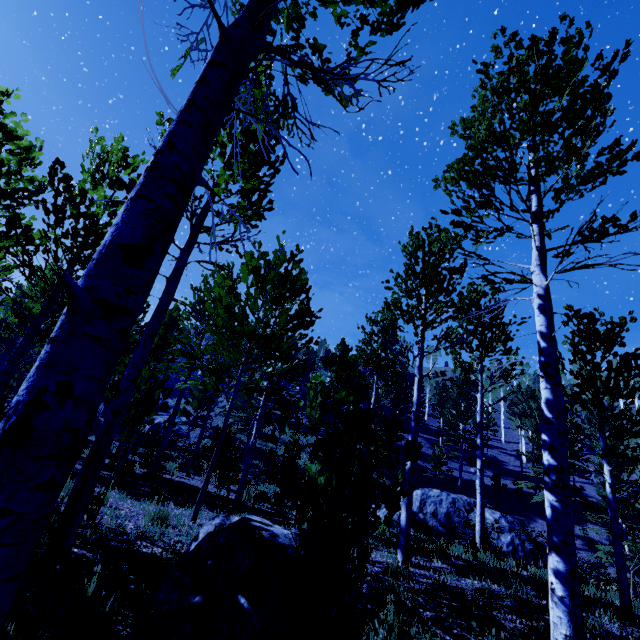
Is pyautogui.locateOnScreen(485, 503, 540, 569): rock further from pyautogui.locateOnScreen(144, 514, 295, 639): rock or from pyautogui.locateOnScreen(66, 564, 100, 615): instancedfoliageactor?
pyautogui.locateOnScreen(144, 514, 295, 639): rock

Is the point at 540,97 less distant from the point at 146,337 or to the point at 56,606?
the point at 146,337

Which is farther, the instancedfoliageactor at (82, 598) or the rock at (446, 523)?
the rock at (446, 523)

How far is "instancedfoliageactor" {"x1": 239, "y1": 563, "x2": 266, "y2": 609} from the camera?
2.2m

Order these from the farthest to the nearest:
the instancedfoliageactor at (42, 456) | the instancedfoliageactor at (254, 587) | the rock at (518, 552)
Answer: the rock at (518, 552), the instancedfoliageactor at (254, 587), the instancedfoliageactor at (42, 456)

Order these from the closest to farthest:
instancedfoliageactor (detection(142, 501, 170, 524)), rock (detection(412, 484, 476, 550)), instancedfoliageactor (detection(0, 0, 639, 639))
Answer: instancedfoliageactor (detection(0, 0, 639, 639)) → instancedfoliageactor (detection(142, 501, 170, 524)) → rock (detection(412, 484, 476, 550))

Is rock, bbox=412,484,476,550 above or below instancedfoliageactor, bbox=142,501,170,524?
below
